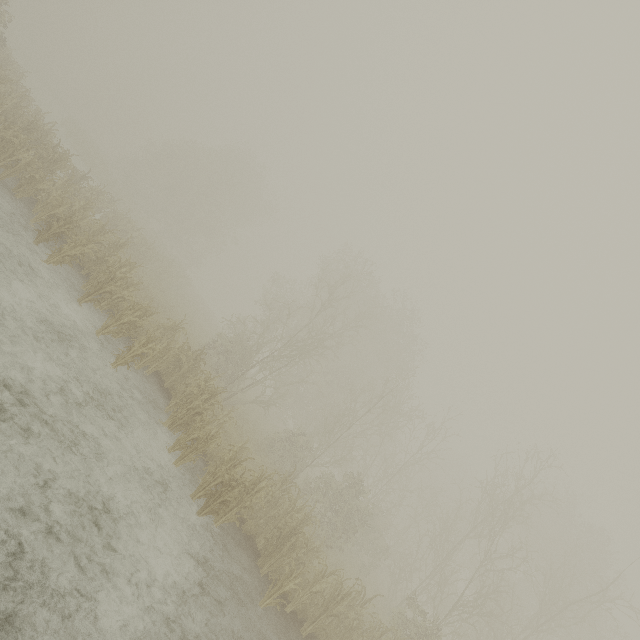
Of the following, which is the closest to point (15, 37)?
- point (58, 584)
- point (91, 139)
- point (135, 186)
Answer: point (91, 139)
